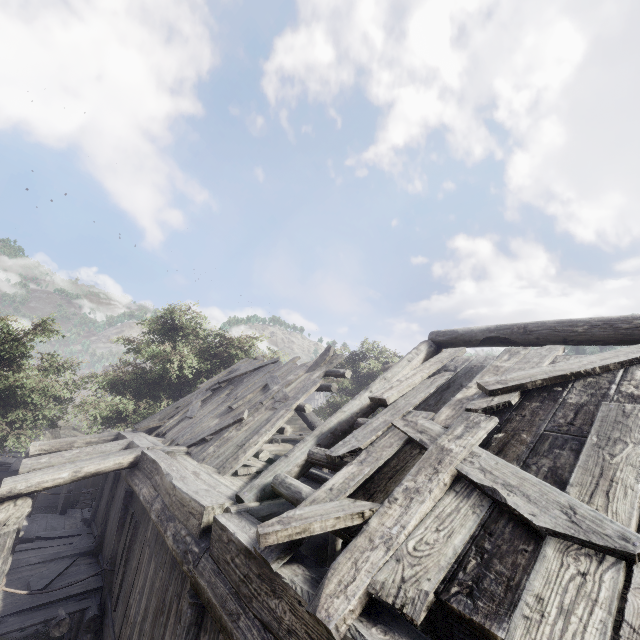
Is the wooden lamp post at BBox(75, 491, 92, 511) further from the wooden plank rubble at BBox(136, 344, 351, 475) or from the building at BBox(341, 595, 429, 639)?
the wooden plank rubble at BBox(136, 344, 351, 475)

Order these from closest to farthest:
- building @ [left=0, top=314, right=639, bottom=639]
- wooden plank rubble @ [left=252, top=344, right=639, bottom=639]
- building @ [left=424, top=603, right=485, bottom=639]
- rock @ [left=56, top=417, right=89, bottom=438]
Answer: wooden plank rubble @ [left=252, top=344, right=639, bottom=639] → building @ [left=0, top=314, right=639, bottom=639] → building @ [left=424, top=603, right=485, bottom=639] → rock @ [left=56, top=417, right=89, bottom=438]

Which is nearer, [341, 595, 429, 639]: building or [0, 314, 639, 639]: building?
[341, 595, 429, 639]: building

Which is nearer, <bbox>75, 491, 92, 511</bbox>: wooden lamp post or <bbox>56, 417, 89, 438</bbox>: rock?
<bbox>75, 491, 92, 511</bbox>: wooden lamp post

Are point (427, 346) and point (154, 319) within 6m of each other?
no

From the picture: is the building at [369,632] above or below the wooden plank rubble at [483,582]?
below

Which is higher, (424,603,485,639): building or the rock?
the rock

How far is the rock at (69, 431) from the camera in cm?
3625
